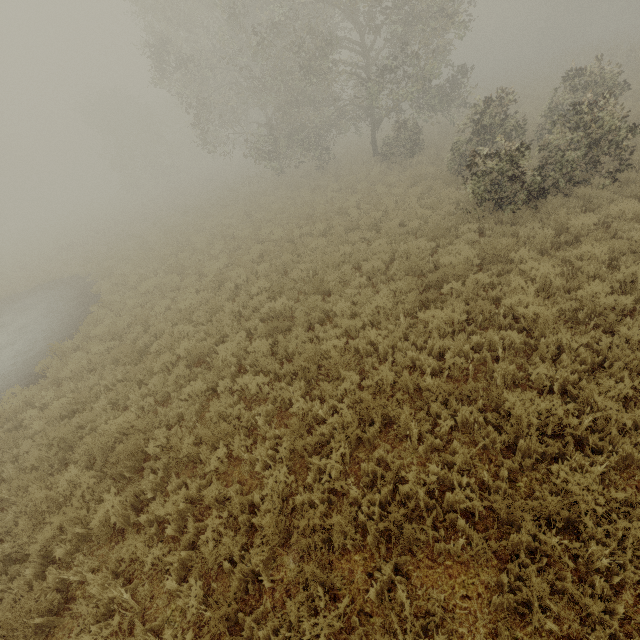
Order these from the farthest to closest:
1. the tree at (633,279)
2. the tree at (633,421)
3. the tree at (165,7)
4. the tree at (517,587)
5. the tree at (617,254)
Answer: the tree at (165,7) < the tree at (617,254) < the tree at (633,279) < the tree at (633,421) < the tree at (517,587)

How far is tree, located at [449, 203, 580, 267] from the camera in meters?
8.1 m

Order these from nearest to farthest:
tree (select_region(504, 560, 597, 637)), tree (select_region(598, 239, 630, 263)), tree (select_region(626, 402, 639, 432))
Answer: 1. tree (select_region(504, 560, 597, 637))
2. tree (select_region(626, 402, 639, 432))
3. tree (select_region(598, 239, 630, 263))

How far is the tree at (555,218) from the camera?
8.1 meters

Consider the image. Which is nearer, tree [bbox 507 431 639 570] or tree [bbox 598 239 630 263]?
tree [bbox 507 431 639 570]

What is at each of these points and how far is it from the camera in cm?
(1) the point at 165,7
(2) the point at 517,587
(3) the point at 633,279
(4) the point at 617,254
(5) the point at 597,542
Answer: (1) tree, 1880
(2) tree, 342
(3) tree, 661
(4) tree, 729
(5) tree, 355
